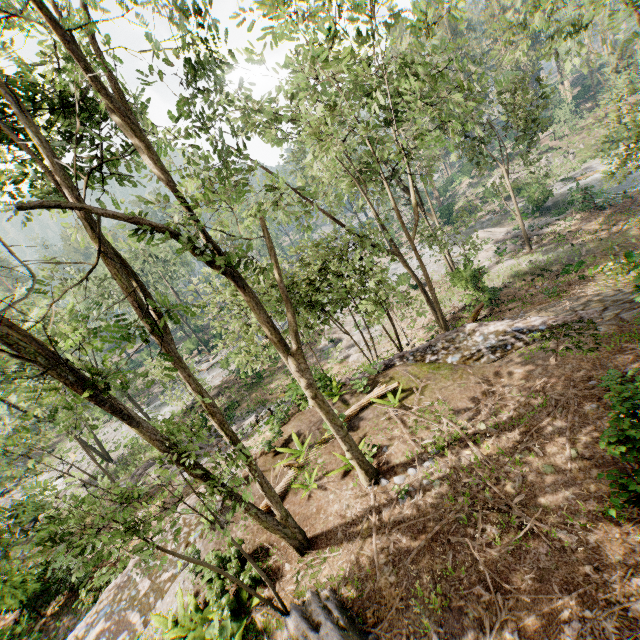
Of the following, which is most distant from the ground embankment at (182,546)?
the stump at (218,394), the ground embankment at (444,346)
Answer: the stump at (218,394)

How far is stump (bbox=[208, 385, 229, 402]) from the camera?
31.1 meters

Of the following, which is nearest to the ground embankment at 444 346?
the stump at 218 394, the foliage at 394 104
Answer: the foliage at 394 104

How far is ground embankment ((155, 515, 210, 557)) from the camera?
10.8m

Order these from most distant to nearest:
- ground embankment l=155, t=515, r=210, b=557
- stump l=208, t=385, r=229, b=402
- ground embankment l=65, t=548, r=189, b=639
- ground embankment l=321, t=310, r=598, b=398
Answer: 1. stump l=208, t=385, r=229, b=402
2. ground embankment l=321, t=310, r=598, b=398
3. ground embankment l=155, t=515, r=210, b=557
4. ground embankment l=65, t=548, r=189, b=639

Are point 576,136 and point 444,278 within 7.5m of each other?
no

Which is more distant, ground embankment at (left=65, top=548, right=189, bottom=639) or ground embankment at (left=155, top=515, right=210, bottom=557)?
ground embankment at (left=155, top=515, right=210, bottom=557)

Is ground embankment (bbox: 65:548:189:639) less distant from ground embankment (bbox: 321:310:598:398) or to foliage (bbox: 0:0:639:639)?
foliage (bbox: 0:0:639:639)
